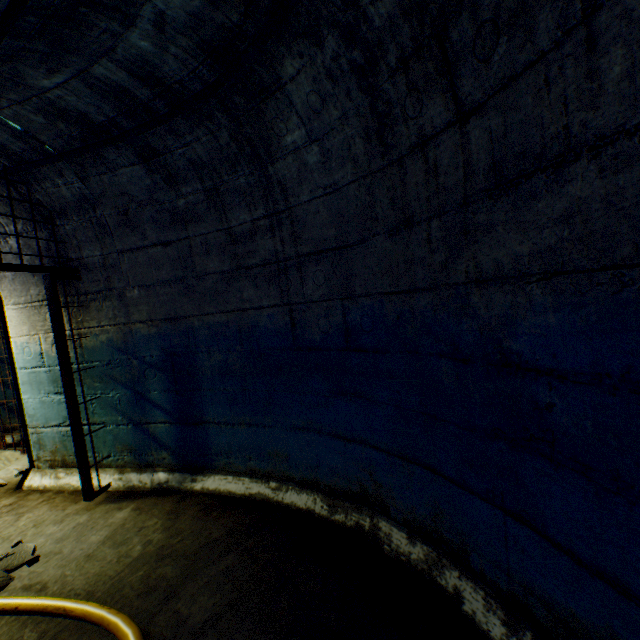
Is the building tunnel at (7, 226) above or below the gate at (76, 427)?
above

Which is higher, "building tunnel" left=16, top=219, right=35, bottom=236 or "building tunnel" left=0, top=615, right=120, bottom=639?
"building tunnel" left=16, top=219, right=35, bottom=236

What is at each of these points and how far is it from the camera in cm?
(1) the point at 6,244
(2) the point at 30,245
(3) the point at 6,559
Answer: (1) building tunnel, 313
(2) building tunnel, 310
(3) rock, 227

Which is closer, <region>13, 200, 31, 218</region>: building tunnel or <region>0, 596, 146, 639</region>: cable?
<region>0, 596, 146, 639</region>: cable

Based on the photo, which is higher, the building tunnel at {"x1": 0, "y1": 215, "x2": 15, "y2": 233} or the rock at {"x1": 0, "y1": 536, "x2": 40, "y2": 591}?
the building tunnel at {"x1": 0, "y1": 215, "x2": 15, "y2": 233}

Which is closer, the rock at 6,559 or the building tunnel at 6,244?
the rock at 6,559

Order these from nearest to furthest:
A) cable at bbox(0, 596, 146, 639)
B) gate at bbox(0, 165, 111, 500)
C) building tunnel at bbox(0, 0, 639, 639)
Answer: building tunnel at bbox(0, 0, 639, 639) → cable at bbox(0, 596, 146, 639) → gate at bbox(0, 165, 111, 500)
